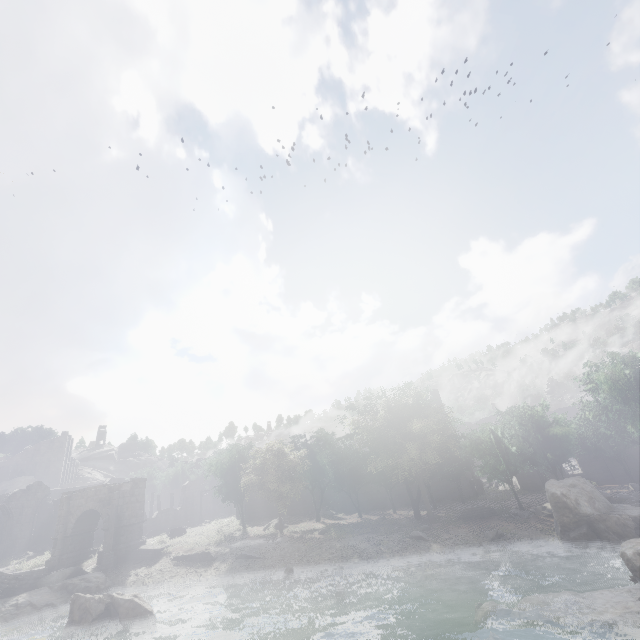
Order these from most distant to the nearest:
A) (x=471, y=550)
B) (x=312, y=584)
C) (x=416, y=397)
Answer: (x=416, y=397) < (x=471, y=550) < (x=312, y=584)

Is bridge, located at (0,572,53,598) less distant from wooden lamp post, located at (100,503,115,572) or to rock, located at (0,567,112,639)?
rock, located at (0,567,112,639)

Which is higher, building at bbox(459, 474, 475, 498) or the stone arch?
the stone arch

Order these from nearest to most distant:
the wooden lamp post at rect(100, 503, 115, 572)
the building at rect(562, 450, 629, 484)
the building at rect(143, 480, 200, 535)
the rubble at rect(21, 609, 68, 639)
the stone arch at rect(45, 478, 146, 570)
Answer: the rubble at rect(21, 609, 68, 639) → the wooden lamp post at rect(100, 503, 115, 572) → the stone arch at rect(45, 478, 146, 570) → the building at rect(562, 450, 629, 484) → the building at rect(143, 480, 200, 535)

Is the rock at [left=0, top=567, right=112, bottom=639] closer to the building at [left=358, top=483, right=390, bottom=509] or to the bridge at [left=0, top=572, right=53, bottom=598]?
the bridge at [left=0, top=572, right=53, bottom=598]

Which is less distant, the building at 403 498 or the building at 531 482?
the building at 531 482

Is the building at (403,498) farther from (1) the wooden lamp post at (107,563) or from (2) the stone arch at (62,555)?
(1) the wooden lamp post at (107,563)

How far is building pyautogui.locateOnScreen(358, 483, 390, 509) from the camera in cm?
4131
